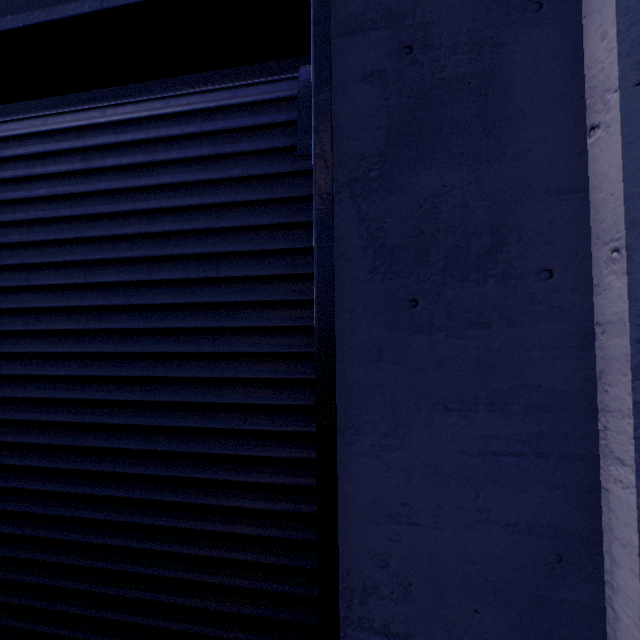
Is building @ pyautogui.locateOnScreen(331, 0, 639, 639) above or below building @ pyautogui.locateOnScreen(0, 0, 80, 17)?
below

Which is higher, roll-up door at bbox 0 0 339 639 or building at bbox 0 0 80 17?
building at bbox 0 0 80 17

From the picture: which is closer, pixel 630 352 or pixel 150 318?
pixel 630 352

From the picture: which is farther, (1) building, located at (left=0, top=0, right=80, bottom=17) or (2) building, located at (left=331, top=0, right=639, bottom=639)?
(1) building, located at (left=0, top=0, right=80, bottom=17)

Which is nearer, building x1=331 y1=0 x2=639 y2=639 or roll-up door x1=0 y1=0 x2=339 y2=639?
building x1=331 y1=0 x2=639 y2=639

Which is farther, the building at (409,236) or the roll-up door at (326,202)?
the roll-up door at (326,202)

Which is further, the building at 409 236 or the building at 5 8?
the building at 5 8
